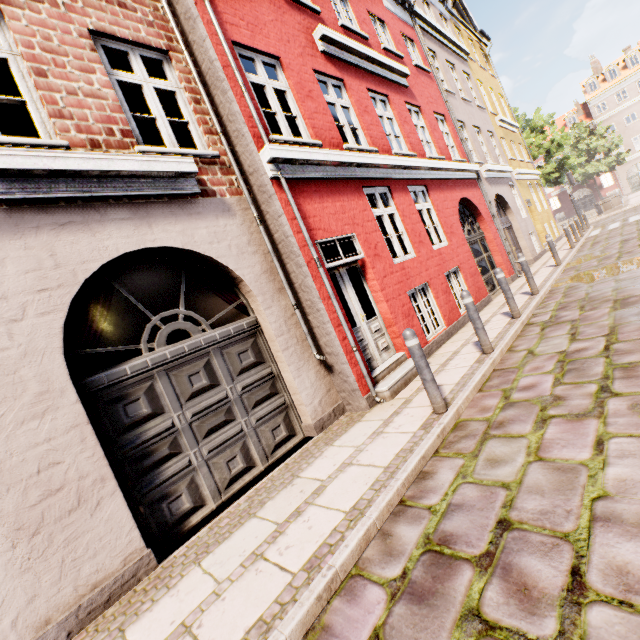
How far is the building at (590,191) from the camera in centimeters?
4450cm

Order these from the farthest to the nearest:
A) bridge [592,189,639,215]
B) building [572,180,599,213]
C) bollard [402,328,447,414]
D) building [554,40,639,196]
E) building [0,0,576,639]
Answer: building [572,180,599,213] → building [554,40,639,196] → bridge [592,189,639,215] → bollard [402,328,447,414] → building [0,0,576,639]

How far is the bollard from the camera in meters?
3.9

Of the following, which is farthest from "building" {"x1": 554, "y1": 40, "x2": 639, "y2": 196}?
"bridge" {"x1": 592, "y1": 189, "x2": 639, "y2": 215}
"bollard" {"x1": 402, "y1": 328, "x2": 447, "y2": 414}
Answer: "bridge" {"x1": 592, "y1": 189, "x2": 639, "y2": 215}

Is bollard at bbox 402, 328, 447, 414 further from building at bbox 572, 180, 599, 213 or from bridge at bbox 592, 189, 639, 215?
bridge at bbox 592, 189, 639, 215

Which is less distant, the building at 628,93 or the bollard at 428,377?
the bollard at 428,377

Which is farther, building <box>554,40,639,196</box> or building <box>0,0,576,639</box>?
building <box>554,40,639,196</box>

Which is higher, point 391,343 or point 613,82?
point 613,82
